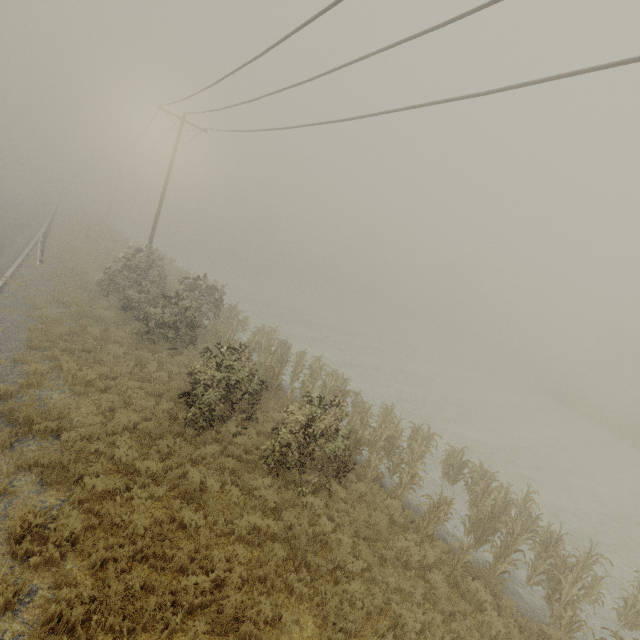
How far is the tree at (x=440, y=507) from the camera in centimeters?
921cm

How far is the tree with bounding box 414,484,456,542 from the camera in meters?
9.2

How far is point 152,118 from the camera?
21.5m
